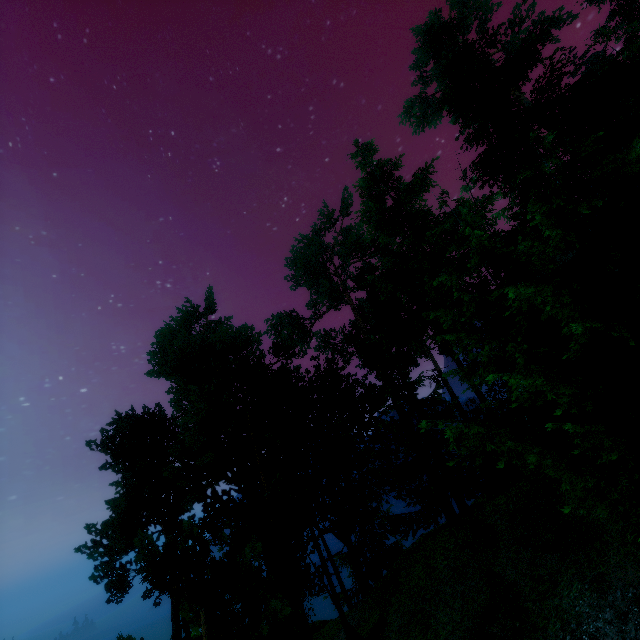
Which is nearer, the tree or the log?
the tree

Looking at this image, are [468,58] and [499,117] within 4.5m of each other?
yes

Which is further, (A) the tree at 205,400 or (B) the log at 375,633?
(B) the log at 375,633

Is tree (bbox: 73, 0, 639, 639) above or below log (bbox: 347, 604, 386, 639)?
above

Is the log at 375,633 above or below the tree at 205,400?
below
